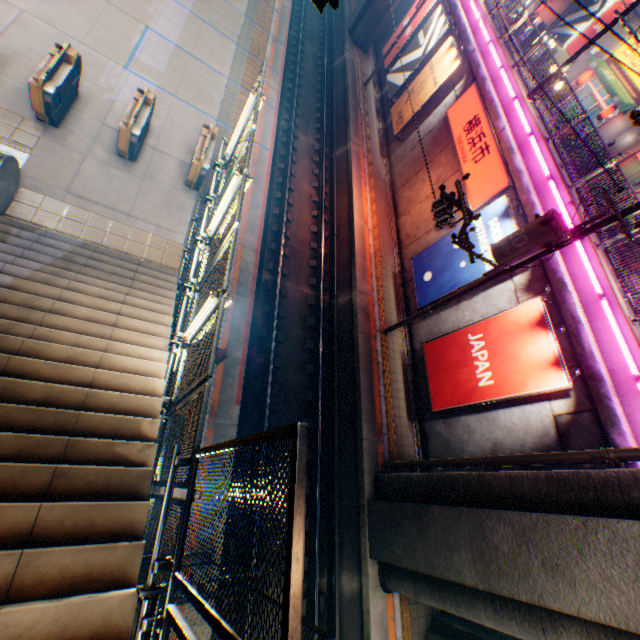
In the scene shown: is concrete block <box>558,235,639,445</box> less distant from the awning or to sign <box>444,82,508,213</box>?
sign <box>444,82,508,213</box>

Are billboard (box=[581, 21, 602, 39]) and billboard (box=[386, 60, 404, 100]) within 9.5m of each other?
no

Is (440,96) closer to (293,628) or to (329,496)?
(329,496)

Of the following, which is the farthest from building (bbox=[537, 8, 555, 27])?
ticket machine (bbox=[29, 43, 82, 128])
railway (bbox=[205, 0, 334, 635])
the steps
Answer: the steps

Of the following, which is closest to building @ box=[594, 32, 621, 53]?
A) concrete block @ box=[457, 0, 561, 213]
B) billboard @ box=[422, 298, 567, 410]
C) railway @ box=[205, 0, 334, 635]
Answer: concrete block @ box=[457, 0, 561, 213]

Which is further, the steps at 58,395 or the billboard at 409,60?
the billboard at 409,60

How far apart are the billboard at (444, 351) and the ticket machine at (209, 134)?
9.77m

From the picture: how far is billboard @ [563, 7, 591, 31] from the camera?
25.5 meters
